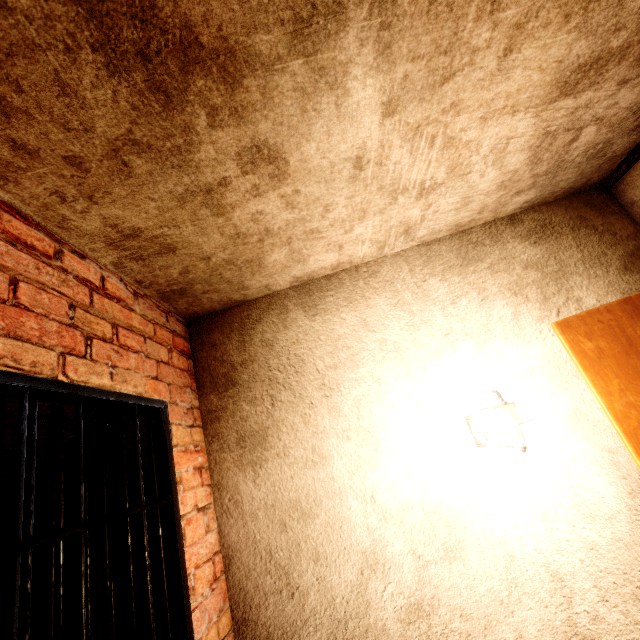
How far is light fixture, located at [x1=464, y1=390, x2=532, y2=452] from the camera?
1.5 meters

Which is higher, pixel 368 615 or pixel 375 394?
pixel 375 394

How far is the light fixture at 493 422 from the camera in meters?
1.5
